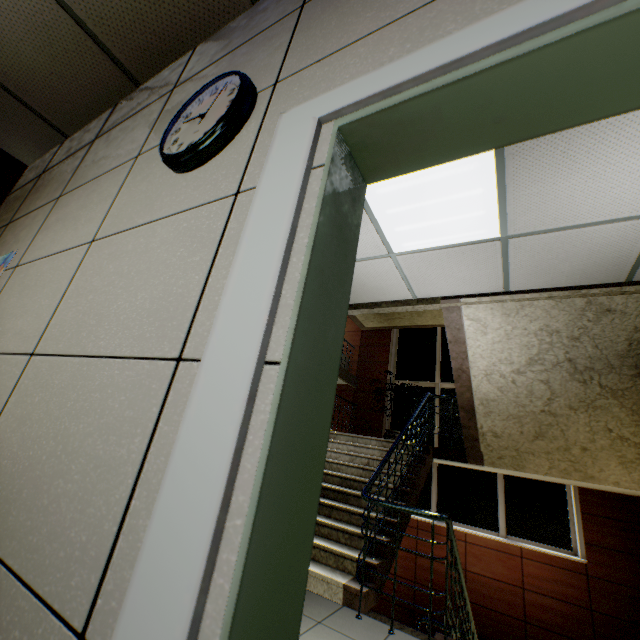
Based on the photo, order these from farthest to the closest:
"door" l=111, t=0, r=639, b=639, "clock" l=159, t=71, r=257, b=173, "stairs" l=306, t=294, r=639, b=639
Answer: "stairs" l=306, t=294, r=639, b=639 < "clock" l=159, t=71, r=257, b=173 < "door" l=111, t=0, r=639, b=639

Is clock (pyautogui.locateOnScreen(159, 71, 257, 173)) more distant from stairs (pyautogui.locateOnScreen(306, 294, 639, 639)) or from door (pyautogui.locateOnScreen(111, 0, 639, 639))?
stairs (pyautogui.locateOnScreen(306, 294, 639, 639))

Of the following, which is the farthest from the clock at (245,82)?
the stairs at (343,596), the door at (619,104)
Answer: the stairs at (343,596)

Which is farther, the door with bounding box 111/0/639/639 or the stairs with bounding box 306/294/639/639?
the stairs with bounding box 306/294/639/639

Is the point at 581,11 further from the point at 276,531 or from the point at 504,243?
the point at 504,243

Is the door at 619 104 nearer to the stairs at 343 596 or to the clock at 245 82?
the clock at 245 82

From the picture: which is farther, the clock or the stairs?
the stairs
